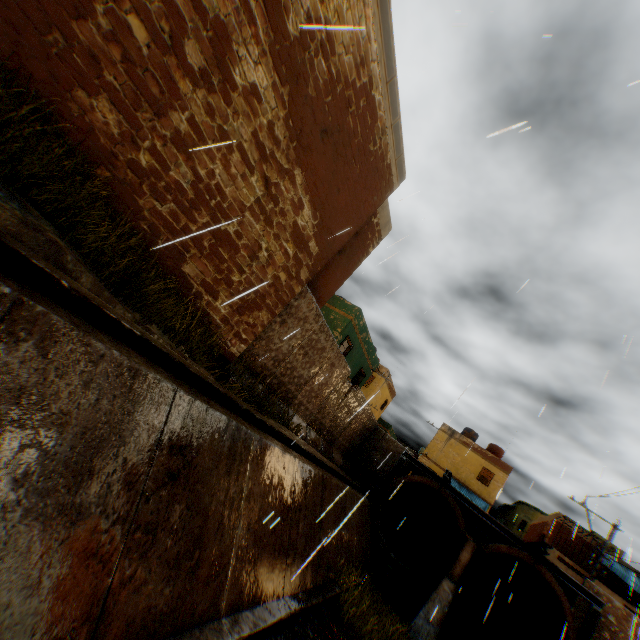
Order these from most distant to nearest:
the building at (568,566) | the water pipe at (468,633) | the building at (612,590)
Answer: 1. the building at (568,566)
2. the building at (612,590)
3. the water pipe at (468,633)

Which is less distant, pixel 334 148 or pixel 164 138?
pixel 164 138

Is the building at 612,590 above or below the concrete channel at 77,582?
above

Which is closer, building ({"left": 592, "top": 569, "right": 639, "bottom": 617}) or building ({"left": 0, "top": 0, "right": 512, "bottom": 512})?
building ({"left": 0, "top": 0, "right": 512, "bottom": 512})

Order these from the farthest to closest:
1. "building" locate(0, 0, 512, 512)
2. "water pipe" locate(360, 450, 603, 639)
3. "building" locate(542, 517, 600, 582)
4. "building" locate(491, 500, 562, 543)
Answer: "building" locate(491, 500, 562, 543) < "building" locate(542, 517, 600, 582) < "water pipe" locate(360, 450, 603, 639) < "building" locate(0, 0, 512, 512)

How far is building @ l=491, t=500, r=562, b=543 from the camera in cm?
2519

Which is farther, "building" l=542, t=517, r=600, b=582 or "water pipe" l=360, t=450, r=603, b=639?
"building" l=542, t=517, r=600, b=582

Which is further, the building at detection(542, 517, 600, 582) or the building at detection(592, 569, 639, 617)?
the building at detection(542, 517, 600, 582)
